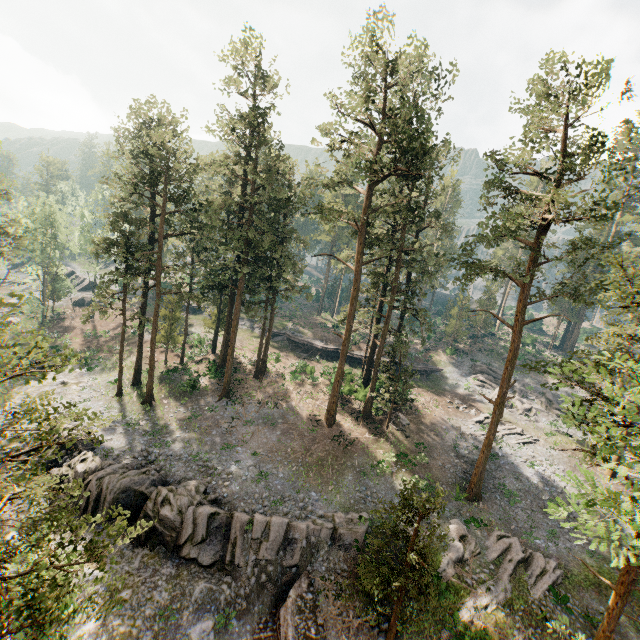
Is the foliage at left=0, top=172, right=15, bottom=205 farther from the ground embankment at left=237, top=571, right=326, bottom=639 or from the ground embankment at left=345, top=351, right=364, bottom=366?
the ground embankment at left=345, top=351, right=364, bottom=366

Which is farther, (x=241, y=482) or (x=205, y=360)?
Answer: (x=205, y=360)

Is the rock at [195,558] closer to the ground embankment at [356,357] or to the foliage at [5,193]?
the foliage at [5,193]

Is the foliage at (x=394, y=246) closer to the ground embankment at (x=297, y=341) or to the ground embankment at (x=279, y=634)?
the ground embankment at (x=279, y=634)

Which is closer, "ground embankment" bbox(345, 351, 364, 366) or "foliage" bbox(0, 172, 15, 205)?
"foliage" bbox(0, 172, 15, 205)

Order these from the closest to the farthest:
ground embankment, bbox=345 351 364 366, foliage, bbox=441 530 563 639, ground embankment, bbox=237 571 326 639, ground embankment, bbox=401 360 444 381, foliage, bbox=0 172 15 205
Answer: ground embankment, bbox=237 571 326 639
foliage, bbox=441 530 563 639
foliage, bbox=0 172 15 205
ground embankment, bbox=345 351 364 366
ground embankment, bbox=401 360 444 381
